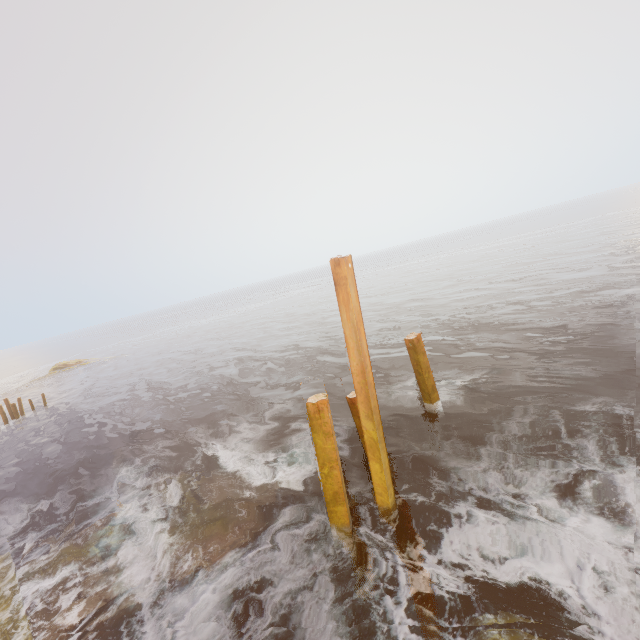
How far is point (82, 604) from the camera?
6.5m

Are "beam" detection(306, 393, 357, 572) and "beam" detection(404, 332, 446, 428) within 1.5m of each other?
no

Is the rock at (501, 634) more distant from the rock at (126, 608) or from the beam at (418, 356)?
the beam at (418, 356)

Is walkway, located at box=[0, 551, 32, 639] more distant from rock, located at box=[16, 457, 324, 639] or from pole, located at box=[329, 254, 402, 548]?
pole, located at box=[329, 254, 402, 548]

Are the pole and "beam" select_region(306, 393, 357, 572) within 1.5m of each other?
yes

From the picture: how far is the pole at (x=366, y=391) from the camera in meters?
5.8 m

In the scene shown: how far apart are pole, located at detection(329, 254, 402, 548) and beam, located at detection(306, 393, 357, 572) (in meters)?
0.51

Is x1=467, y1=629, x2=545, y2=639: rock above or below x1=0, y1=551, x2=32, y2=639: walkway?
below
